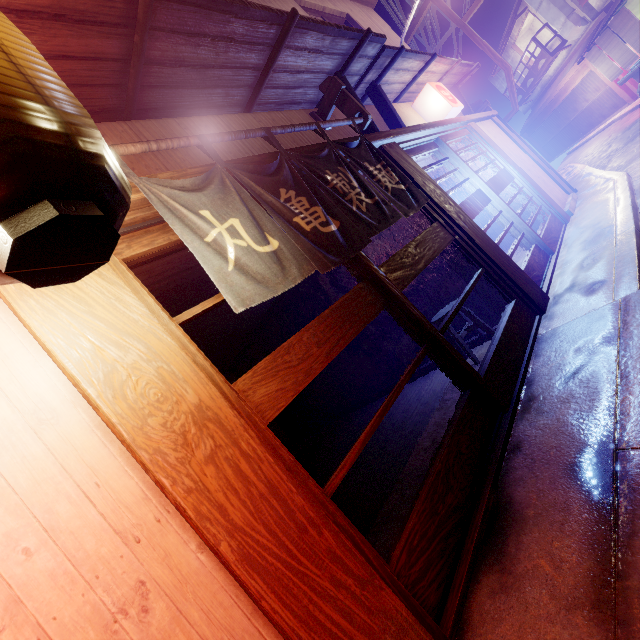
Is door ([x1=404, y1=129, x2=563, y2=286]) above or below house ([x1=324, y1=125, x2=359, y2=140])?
below

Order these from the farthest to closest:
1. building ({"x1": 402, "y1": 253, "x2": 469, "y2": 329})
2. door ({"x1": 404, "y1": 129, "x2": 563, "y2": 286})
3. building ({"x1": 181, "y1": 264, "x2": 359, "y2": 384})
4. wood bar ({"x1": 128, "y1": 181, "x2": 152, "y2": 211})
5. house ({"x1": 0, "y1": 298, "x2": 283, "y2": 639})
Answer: building ({"x1": 181, "y1": 264, "x2": 359, "y2": 384}) → door ({"x1": 404, "y1": 129, "x2": 563, "y2": 286}) → building ({"x1": 402, "y1": 253, "x2": 469, "y2": 329}) → wood bar ({"x1": 128, "y1": 181, "x2": 152, "y2": 211}) → house ({"x1": 0, "y1": 298, "x2": 283, "y2": 639})

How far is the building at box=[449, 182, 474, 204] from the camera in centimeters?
1677cm

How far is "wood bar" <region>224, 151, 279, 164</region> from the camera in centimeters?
440cm

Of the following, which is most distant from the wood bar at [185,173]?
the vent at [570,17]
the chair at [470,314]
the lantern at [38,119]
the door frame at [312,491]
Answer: the vent at [570,17]

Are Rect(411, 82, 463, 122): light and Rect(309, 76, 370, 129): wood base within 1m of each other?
no

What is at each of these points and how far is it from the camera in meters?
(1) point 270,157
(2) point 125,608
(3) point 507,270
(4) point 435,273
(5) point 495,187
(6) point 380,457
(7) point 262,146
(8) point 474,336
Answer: (1) wood bar, 4.8 m
(2) house, 2.0 m
(3) wood pole, 7.1 m
(4) building, 8.3 m
(5) door, 10.1 m
(6) building, 7.3 m
(7) house, 5.9 m
(8) building, 8.5 m

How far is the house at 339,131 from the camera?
7.4 meters
